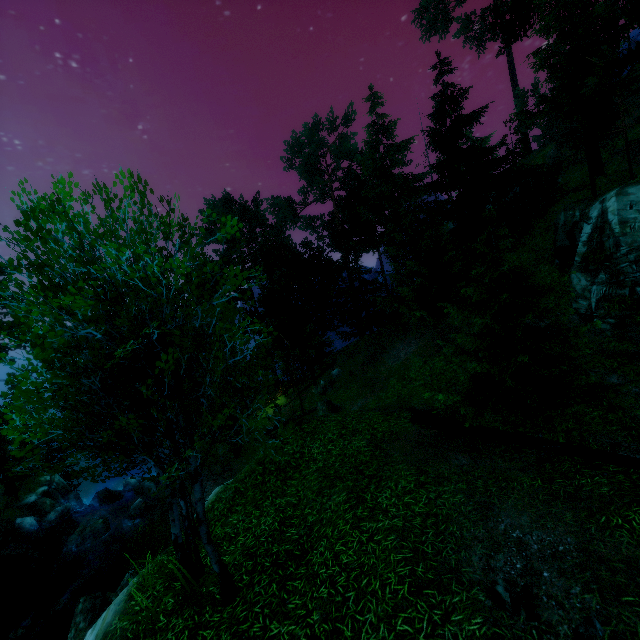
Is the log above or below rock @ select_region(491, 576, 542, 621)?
above

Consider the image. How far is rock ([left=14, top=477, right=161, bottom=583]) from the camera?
20.2m

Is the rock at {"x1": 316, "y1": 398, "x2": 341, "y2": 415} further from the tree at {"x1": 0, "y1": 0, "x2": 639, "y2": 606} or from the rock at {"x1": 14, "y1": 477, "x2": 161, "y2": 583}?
the rock at {"x1": 14, "y1": 477, "x2": 161, "y2": 583}

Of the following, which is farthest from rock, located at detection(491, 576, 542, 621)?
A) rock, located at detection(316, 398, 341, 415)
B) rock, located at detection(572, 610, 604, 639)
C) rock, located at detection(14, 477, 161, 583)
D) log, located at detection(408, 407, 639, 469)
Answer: rock, located at detection(14, 477, 161, 583)

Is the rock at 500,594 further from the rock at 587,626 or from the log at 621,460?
the log at 621,460

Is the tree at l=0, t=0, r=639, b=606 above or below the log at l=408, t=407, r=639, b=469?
above

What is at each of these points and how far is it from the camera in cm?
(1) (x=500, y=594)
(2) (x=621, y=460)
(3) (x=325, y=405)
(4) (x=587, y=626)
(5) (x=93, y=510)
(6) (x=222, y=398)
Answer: (1) rock, 509
(2) log, 725
(3) rock, 2112
(4) rock, 454
(5) rock, 3005
(6) tree, 531

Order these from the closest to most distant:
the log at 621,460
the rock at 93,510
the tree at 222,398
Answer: the tree at 222,398 < the log at 621,460 < the rock at 93,510
